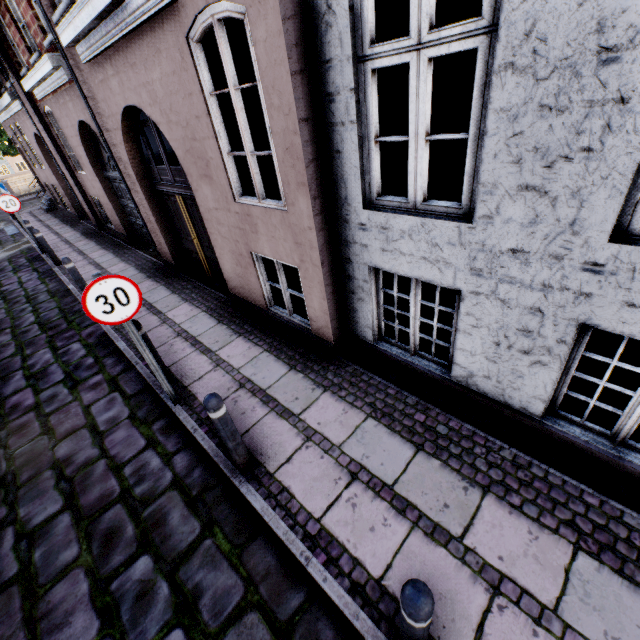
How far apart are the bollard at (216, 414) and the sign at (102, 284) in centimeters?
143cm

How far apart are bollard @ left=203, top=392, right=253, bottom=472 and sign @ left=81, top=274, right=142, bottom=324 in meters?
1.4 m

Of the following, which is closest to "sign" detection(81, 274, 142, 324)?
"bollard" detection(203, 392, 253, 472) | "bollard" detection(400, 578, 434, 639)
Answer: "bollard" detection(203, 392, 253, 472)

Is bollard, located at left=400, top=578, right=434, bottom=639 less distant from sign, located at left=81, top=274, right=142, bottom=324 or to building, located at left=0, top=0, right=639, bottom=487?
building, located at left=0, top=0, right=639, bottom=487

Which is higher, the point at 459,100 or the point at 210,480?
the point at 459,100

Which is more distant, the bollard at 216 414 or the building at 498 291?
the bollard at 216 414

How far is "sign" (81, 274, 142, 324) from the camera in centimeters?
317cm
